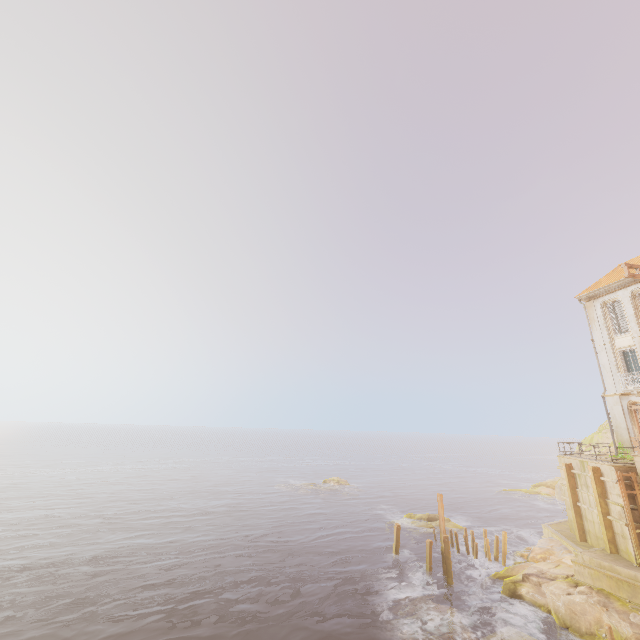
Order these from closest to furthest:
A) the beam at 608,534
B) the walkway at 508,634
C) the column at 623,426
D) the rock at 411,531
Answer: the walkway at 508,634, the beam at 608,534, the column at 623,426, the rock at 411,531

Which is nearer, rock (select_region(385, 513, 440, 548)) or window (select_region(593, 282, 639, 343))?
window (select_region(593, 282, 639, 343))

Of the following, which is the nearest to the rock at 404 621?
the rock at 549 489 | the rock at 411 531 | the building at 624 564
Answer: the building at 624 564

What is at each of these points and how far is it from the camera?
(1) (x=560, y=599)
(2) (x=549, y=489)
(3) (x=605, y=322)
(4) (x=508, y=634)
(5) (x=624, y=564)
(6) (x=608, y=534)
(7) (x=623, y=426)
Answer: (1) rock, 17.9m
(2) rock, 54.2m
(3) window, 25.8m
(4) walkway, 16.3m
(5) building, 17.7m
(6) beam, 19.6m
(7) column, 23.7m

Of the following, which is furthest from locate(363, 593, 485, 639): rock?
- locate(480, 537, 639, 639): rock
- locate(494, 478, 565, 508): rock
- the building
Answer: locate(494, 478, 565, 508): rock

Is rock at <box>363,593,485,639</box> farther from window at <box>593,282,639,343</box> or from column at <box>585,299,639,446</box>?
window at <box>593,282,639,343</box>

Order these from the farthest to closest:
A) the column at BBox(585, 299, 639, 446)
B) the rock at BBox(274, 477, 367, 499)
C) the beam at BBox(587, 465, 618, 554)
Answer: the rock at BBox(274, 477, 367, 499), the column at BBox(585, 299, 639, 446), the beam at BBox(587, 465, 618, 554)

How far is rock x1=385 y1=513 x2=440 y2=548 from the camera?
31.2 meters
